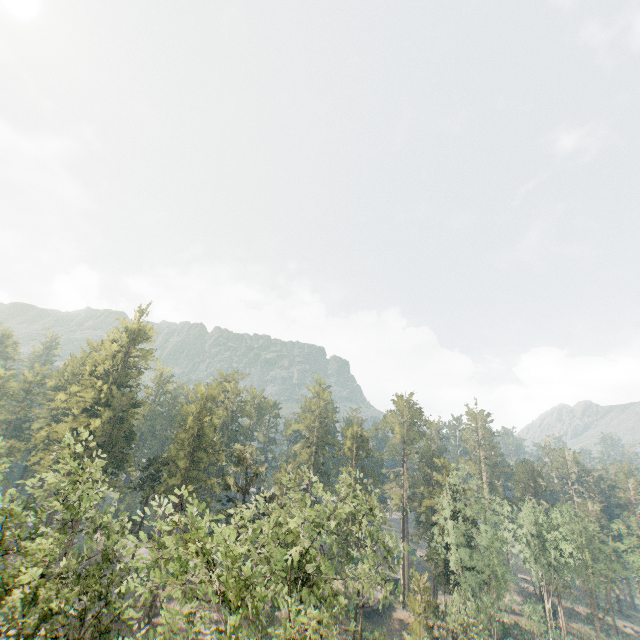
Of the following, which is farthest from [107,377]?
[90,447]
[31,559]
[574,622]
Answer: [574,622]
